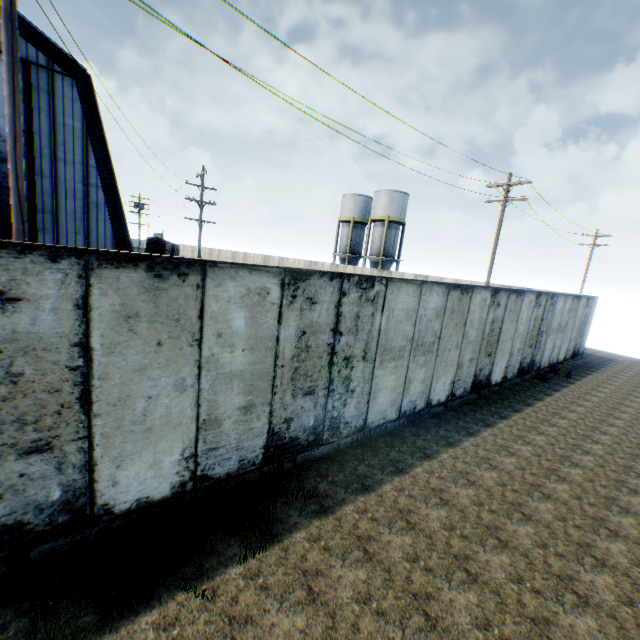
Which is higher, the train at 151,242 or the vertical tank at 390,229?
the vertical tank at 390,229

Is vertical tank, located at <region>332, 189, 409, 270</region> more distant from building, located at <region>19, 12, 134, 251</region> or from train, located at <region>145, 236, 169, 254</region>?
train, located at <region>145, 236, 169, 254</region>

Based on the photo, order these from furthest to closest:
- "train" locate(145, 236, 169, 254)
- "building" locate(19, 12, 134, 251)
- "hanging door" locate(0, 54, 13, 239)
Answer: "train" locate(145, 236, 169, 254), "building" locate(19, 12, 134, 251), "hanging door" locate(0, 54, 13, 239)

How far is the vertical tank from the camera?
36.7 meters

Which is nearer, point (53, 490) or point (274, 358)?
point (53, 490)

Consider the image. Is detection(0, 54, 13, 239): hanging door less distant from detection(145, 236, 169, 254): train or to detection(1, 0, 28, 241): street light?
detection(1, 0, 28, 241): street light

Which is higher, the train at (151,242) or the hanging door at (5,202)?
the hanging door at (5,202)

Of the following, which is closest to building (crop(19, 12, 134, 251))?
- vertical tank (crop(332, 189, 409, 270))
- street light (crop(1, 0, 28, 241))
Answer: street light (crop(1, 0, 28, 241))
